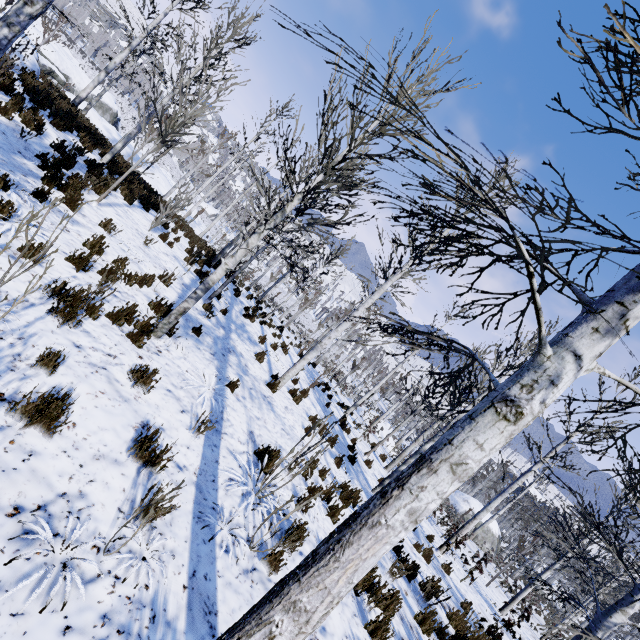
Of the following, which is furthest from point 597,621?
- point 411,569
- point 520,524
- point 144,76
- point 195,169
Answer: point 520,524

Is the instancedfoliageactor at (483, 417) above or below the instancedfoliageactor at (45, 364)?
above

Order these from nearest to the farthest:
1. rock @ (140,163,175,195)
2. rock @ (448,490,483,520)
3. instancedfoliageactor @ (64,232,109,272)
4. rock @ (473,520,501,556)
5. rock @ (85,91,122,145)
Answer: instancedfoliageactor @ (64,232,109,272) < rock @ (85,91,122,145) < rock @ (140,163,175,195) < rock @ (473,520,501,556) < rock @ (448,490,483,520)

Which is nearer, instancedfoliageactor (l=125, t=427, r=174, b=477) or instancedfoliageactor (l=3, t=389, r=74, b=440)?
instancedfoliageactor (l=3, t=389, r=74, b=440)

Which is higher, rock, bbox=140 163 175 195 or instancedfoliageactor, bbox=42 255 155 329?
instancedfoliageactor, bbox=42 255 155 329

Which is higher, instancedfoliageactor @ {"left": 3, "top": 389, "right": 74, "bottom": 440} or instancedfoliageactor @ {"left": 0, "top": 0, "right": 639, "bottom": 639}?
instancedfoliageactor @ {"left": 0, "top": 0, "right": 639, "bottom": 639}

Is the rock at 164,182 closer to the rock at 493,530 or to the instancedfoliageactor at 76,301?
the instancedfoliageactor at 76,301

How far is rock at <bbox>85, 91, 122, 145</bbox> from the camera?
22.53m
